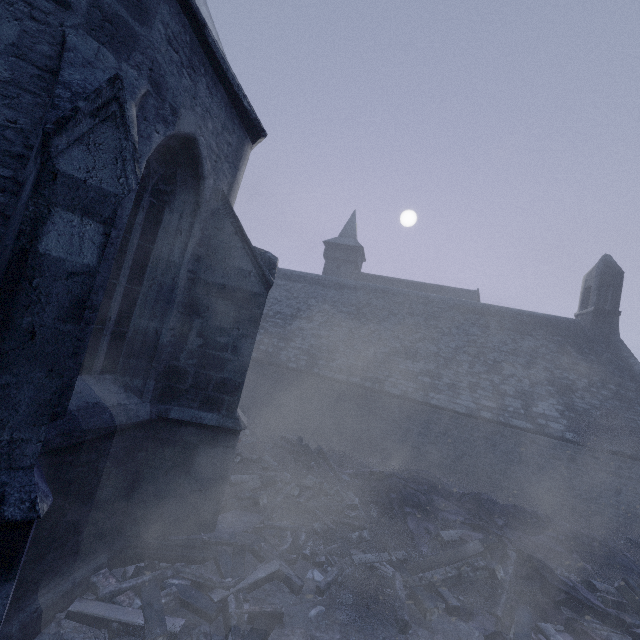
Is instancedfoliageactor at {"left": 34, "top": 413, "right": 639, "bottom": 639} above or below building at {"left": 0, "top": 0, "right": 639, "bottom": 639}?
below

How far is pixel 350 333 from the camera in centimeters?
1711cm

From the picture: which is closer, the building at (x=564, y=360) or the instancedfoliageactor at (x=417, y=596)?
the building at (x=564, y=360)

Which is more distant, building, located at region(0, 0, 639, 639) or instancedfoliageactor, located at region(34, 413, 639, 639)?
instancedfoliageactor, located at region(34, 413, 639, 639)

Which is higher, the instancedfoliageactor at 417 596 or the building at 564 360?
the building at 564 360
